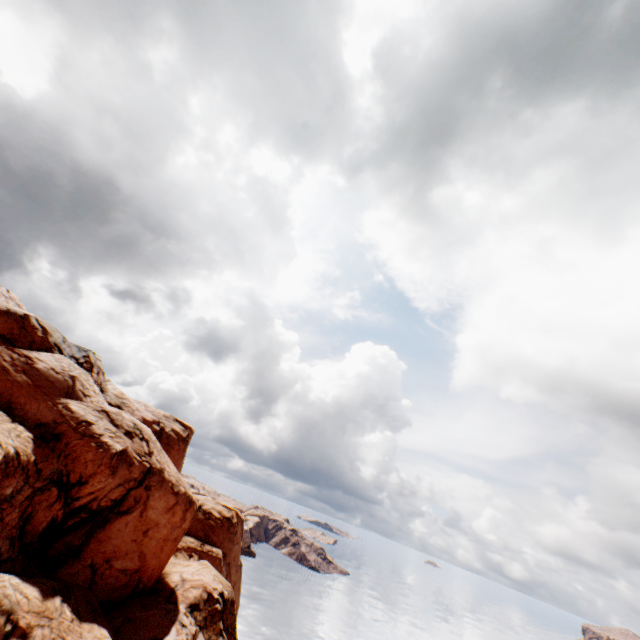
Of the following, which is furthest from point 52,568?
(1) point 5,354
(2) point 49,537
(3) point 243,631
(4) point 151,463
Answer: (3) point 243,631
